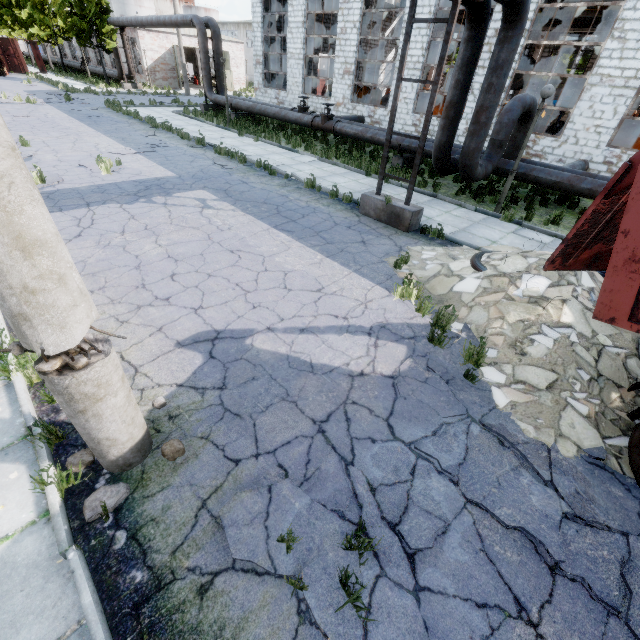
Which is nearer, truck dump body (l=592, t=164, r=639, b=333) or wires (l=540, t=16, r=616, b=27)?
truck dump body (l=592, t=164, r=639, b=333)

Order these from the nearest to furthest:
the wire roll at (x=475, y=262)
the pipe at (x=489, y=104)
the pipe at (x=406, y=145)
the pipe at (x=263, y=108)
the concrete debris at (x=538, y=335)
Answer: the concrete debris at (x=538, y=335) → the wire roll at (x=475, y=262) → the pipe at (x=489, y=104) → the pipe at (x=406, y=145) → the pipe at (x=263, y=108)

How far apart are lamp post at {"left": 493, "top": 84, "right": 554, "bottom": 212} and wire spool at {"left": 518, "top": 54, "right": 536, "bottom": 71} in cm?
1305

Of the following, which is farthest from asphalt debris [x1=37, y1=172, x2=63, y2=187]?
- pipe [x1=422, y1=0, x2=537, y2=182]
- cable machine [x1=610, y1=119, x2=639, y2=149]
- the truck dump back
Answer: cable machine [x1=610, y1=119, x2=639, y2=149]

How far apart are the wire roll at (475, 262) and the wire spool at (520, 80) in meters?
18.4

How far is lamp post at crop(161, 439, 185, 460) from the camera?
3.32m

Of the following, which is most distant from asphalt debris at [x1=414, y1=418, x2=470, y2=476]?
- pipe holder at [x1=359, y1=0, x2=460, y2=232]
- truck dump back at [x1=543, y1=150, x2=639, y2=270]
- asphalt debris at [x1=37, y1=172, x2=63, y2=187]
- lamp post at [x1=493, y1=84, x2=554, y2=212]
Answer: asphalt debris at [x1=37, y1=172, x2=63, y2=187]

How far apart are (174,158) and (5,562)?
13.8m
